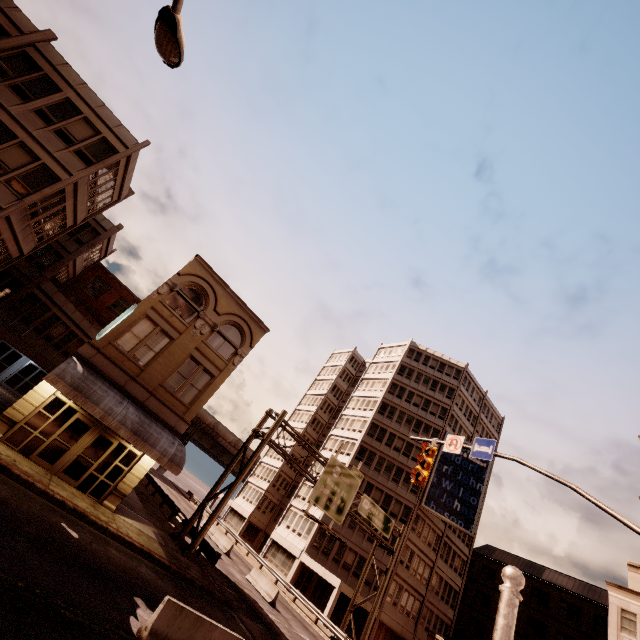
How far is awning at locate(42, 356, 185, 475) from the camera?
15.02m

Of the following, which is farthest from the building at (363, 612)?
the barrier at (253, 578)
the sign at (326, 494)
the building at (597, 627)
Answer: the barrier at (253, 578)

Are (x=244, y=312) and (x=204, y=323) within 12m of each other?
yes

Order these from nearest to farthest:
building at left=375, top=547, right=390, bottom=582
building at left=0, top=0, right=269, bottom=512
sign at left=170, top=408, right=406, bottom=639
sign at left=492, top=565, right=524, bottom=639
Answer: sign at left=492, top=565, right=524, bottom=639, building at left=0, top=0, right=269, bottom=512, sign at left=170, top=408, right=406, bottom=639, building at left=375, top=547, right=390, bottom=582

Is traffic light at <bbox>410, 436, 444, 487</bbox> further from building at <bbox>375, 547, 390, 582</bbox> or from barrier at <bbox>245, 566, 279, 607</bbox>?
building at <bbox>375, 547, 390, 582</bbox>

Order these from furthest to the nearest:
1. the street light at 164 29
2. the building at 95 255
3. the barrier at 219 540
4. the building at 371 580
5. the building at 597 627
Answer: the building at 371 580, the barrier at 219 540, the building at 597 627, the building at 95 255, the street light at 164 29

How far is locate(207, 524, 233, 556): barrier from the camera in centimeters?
3009cm

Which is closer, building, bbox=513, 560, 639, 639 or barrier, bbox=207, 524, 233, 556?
building, bbox=513, 560, 639, 639
